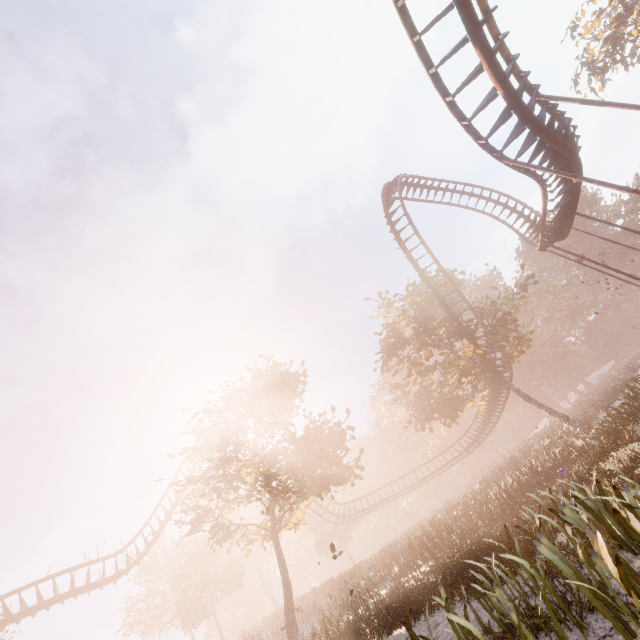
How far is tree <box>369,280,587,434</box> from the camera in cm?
2641

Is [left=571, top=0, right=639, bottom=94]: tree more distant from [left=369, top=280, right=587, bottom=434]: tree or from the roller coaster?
[left=369, top=280, right=587, bottom=434]: tree

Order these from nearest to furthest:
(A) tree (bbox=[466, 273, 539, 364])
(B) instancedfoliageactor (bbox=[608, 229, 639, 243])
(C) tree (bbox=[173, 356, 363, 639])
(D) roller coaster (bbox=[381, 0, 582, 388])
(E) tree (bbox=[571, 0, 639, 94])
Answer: (D) roller coaster (bbox=[381, 0, 582, 388])
(C) tree (bbox=[173, 356, 363, 639])
(A) tree (bbox=[466, 273, 539, 364])
(E) tree (bbox=[571, 0, 639, 94])
(B) instancedfoliageactor (bbox=[608, 229, 639, 243])

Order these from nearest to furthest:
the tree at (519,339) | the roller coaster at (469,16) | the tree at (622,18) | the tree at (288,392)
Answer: the roller coaster at (469,16)
the tree at (288,392)
the tree at (519,339)
the tree at (622,18)

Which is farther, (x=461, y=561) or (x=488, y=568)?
(x=461, y=561)

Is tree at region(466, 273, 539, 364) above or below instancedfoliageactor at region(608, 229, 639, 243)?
below

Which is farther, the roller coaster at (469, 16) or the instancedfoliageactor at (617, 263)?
the instancedfoliageactor at (617, 263)
